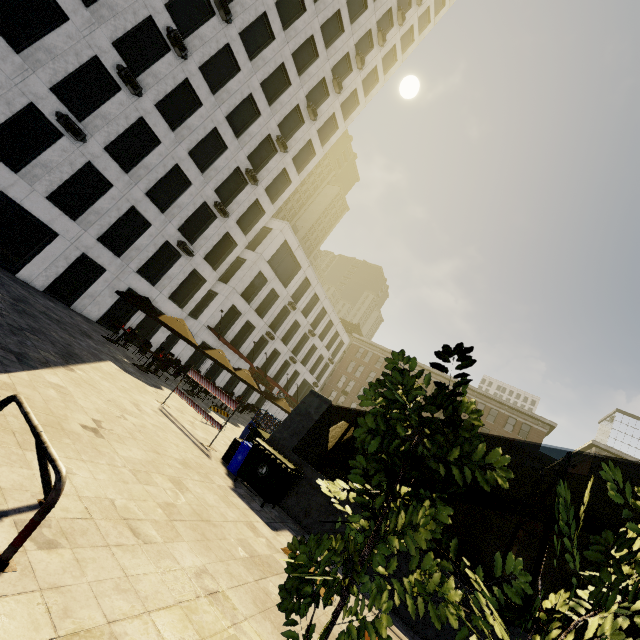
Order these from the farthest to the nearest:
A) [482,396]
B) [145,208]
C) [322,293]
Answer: [482,396]
[322,293]
[145,208]

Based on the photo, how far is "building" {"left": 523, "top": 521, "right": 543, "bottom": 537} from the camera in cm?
4607

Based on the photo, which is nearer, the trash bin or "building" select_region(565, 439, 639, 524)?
the trash bin

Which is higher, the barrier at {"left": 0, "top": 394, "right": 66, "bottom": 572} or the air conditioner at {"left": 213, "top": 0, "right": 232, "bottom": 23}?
the air conditioner at {"left": 213, "top": 0, "right": 232, "bottom": 23}

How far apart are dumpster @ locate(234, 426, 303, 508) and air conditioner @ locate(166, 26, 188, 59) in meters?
21.3 m

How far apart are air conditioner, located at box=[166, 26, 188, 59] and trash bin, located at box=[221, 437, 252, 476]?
21.2m

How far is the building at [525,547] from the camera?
45.09m

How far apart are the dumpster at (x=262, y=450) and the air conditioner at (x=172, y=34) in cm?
2133
